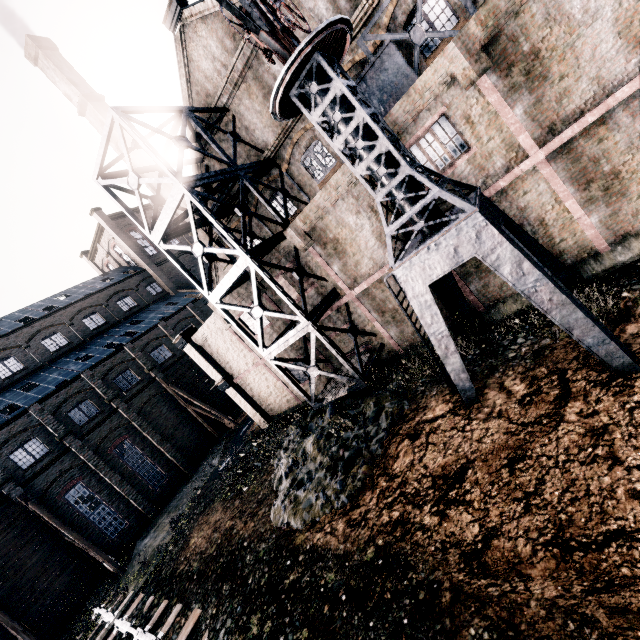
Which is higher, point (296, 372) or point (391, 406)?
point (296, 372)

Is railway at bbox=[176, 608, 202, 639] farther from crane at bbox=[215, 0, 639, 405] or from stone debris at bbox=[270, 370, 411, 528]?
crane at bbox=[215, 0, 639, 405]

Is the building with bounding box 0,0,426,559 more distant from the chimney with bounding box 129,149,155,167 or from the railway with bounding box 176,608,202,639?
the railway with bounding box 176,608,202,639

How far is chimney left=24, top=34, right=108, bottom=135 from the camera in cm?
2995

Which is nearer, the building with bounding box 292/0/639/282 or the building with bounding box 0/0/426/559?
the building with bounding box 292/0/639/282

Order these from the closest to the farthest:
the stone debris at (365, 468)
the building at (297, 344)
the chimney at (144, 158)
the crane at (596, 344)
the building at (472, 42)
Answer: Answer: the crane at (596, 344) < the building at (472, 42) < the stone debris at (365, 468) < the building at (297, 344) < the chimney at (144, 158)

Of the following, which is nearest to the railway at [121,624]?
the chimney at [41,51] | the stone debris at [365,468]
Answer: the stone debris at [365,468]

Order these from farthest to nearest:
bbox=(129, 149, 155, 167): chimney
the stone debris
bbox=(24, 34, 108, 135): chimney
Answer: bbox=(129, 149, 155, 167): chimney → bbox=(24, 34, 108, 135): chimney → the stone debris
